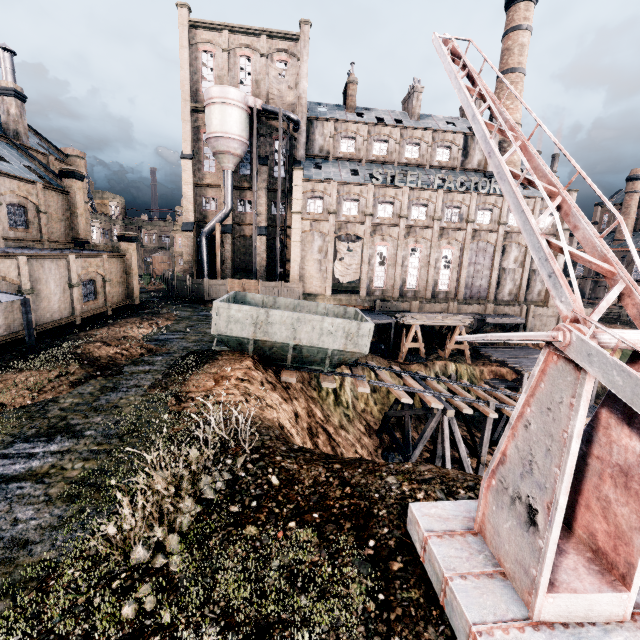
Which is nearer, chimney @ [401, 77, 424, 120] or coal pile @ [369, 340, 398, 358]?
coal pile @ [369, 340, 398, 358]

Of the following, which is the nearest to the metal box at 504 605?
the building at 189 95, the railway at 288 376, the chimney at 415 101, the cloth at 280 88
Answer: the railway at 288 376

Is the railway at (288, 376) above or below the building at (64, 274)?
below

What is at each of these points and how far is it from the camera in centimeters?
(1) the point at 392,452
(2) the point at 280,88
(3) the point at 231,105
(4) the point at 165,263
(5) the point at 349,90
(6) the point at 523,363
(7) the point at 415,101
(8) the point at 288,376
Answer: (1) stone debris, 2197cm
(2) cloth, 4016cm
(3) silo, 3534cm
(4) water tank, 5794cm
(5) chimney, 4378cm
(6) wooden scaffolding, 3344cm
(7) chimney, 4478cm
(8) railway, 1600cm

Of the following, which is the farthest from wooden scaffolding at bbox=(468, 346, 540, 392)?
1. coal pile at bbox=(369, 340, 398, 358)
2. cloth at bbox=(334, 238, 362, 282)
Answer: cloth at bbox=(334, 238, 362, 282)

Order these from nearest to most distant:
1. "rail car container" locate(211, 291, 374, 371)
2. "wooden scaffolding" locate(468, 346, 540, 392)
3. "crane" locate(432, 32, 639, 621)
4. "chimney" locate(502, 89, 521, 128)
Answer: "crane" locate(432, 32, 639, 621)
"rail car container" locate(211, 291, 374, 371)
"wooden scaffolding" locate(468, 346, 540, 392)
"chimney" locate(502, 89, 521, 128)

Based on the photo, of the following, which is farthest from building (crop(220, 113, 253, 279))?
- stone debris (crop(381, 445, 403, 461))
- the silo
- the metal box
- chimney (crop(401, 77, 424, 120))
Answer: stone debris (crop(381, 445, 403, 461))

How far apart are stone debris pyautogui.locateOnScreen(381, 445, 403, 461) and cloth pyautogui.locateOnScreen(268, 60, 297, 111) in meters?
Answer: 40.6 m
